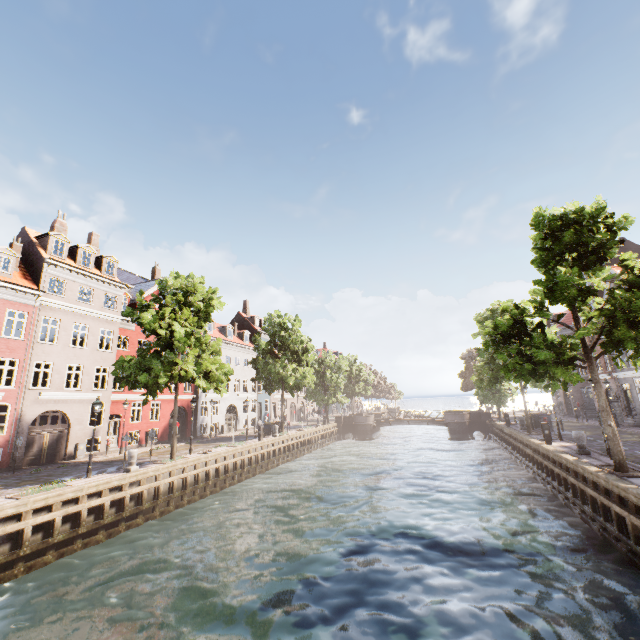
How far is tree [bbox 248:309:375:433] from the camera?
32.9m

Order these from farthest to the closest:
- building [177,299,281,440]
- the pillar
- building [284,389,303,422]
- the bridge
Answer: building [284,389,303,422]
the bridge
building [177,299,281,440]
the pillar

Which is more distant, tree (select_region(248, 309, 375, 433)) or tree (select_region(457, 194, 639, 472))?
tree (select_region(248, 309, 375, 433))

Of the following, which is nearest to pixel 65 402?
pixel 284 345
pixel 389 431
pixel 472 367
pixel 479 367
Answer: pixel 284 345

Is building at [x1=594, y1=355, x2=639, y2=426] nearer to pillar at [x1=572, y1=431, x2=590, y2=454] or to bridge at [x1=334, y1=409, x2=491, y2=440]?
pillar at [x1=572, y1=431, x2=590, y2=454]

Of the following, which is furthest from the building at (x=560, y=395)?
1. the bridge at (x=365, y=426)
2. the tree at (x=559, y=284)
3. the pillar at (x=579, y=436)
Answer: the bridge at (x=365, y=426)

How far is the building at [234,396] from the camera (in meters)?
33.75
